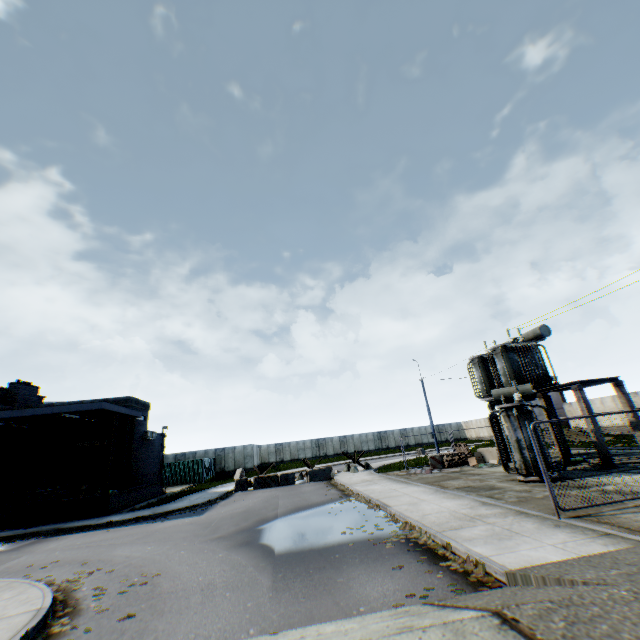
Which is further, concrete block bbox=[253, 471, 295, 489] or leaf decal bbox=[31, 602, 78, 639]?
concrete block bbox=[253, 471, 295, 489]

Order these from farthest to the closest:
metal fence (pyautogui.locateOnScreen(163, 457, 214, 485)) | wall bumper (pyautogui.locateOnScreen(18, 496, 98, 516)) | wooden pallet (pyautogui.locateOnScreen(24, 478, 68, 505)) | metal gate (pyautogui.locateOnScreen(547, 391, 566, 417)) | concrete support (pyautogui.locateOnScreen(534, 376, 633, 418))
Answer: metal gate (pyautogui.locateOnScreen(547, 391, 566, 417)) < metal fence (pyautogui.locateOnScreen(163, 457, 214, 485)) < wooden pallet (pyautogui.locateOnScreen(24, 478, 68, 505)) < wall bumper (pyautogui.locateOnScreen(18, 496, 98, 516)) < concrete support (pyautogui.locateOnScreen(534, 376, 633, 418))

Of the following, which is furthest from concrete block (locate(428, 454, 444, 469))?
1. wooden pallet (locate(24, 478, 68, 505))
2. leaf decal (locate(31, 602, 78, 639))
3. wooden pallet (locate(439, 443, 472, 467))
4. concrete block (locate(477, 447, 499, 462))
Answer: wooden pallet (locate(24, 478, 68, 505))

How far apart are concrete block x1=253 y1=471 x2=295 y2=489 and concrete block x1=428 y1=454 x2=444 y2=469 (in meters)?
9.76

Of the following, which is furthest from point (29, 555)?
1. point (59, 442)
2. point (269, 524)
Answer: point (59, 442)

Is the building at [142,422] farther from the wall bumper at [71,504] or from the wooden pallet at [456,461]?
the wooden pallet at [456,461]

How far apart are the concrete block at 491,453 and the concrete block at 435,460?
2.5m

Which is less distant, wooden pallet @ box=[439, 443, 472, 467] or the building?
the building
